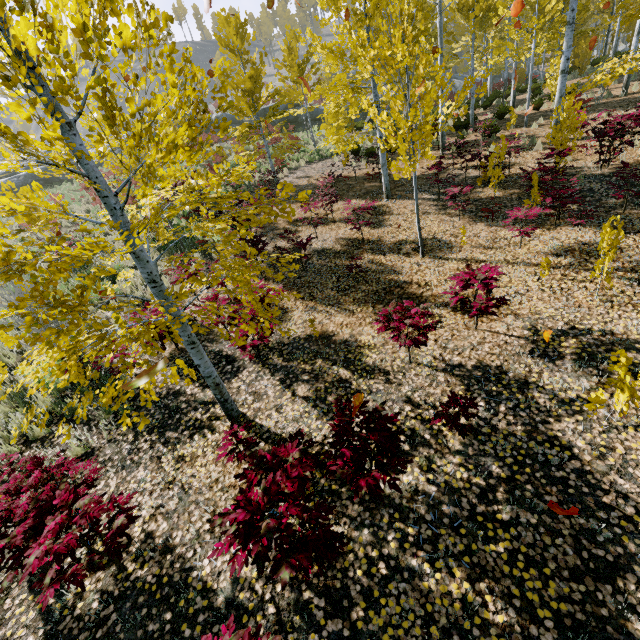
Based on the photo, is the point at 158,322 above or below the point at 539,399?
above

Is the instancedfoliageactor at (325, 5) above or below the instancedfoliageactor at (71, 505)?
above

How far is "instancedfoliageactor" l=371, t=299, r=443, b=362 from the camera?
4.6 meters

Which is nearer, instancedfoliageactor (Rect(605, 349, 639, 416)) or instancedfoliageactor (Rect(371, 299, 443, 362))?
instancedfoliageactor (Rect(605, 349, 639, 416))

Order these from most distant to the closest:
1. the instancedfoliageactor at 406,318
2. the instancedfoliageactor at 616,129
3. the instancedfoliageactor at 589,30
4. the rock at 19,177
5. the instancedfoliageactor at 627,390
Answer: the rock at 19,177 < the instancedfoliageactor at 616,129 < the instancedfoliageactor at 406,318 < the instancedfoliageactor at 627,390 < the instancedfoliageactor at 589,30

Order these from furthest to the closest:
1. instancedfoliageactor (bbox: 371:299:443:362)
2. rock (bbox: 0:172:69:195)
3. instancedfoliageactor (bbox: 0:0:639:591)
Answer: rock (bbox: 0:172:69:195)
instancedfoliageactor (bbox: 371:299:443:362)
instancedfoliageactor (bbox: 0:0:639:591)
